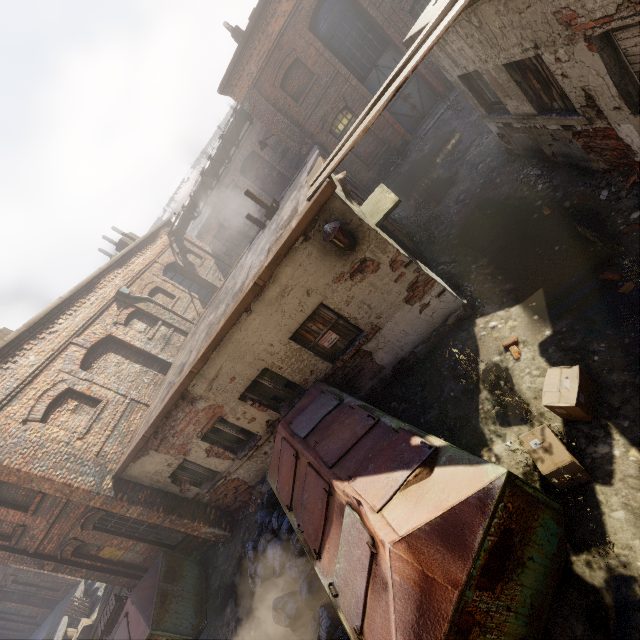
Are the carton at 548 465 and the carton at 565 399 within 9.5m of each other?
yes

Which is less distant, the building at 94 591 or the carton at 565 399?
the carton at 565 399

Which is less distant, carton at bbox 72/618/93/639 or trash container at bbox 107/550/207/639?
trash container at bbox 107/550/207/639

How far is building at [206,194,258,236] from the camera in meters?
23.4

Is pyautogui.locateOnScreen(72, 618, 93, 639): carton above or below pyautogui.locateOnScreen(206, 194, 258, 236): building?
below

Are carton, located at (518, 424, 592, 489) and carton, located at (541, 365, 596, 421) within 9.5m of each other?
yes

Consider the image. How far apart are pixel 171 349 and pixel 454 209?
11.4m

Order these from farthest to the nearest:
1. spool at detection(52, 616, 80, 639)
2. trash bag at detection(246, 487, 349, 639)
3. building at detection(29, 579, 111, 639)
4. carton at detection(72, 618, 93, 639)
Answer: building at detection(29, 579, 111, 639), spool at detection(52, 616, 80, 639), carton at detection(72, 618, 93, 639), trash bag at detection(246, 487, 349, 639)
